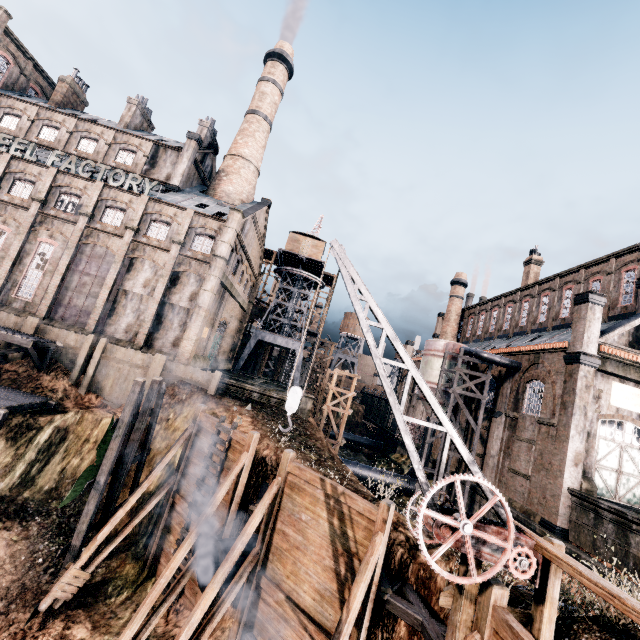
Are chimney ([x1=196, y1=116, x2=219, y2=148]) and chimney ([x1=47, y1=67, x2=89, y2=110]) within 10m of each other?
no

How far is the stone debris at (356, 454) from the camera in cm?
4646

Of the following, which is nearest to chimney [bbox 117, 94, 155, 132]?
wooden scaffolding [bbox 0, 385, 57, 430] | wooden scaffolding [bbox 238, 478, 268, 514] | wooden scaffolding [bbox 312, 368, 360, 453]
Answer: wooden scaffolding [bbox 0, 385, 57, 430]

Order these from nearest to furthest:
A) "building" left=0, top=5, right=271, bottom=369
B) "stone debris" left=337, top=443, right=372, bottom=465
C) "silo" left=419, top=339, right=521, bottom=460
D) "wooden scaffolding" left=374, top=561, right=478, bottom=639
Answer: "wooden scaffolding" left=374, top=561, right=478, bottom=639, "silo" left=419, top=339, right=521, bottom=460, "building" left=0, top=5, right=271, bottom=369, "stone debris" left=337, top=443, right=372, bottom=465

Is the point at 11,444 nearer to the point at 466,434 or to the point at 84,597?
the point at 84,597

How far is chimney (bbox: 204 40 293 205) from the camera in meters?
39.2 m

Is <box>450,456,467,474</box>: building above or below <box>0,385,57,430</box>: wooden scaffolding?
above

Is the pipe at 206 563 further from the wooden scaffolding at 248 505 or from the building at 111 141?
the building at 111 141
